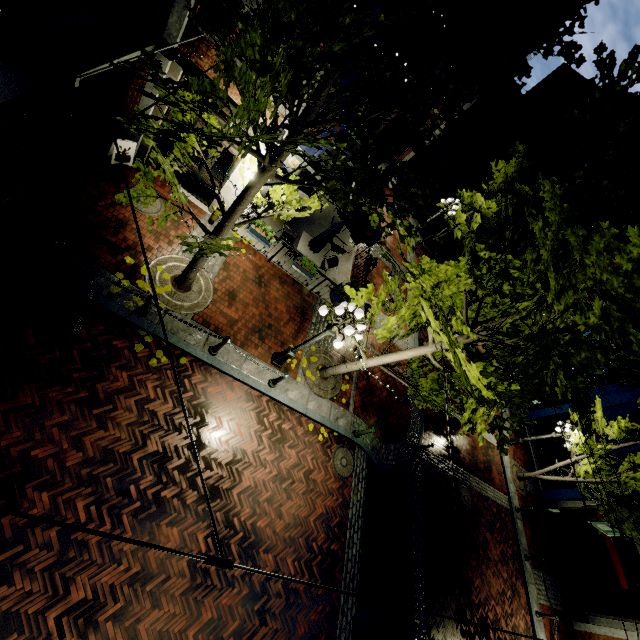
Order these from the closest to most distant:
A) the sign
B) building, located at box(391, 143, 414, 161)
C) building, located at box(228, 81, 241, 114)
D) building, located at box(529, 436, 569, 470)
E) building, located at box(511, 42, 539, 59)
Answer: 1. building, located at box(228, 81, 241, 114)
2. the sign
3. building, located at box(511, 42, 539, 59)
4. building, located at box(529, 436, 569, 470)
5. building, located at box(391, 143, 414, 161)

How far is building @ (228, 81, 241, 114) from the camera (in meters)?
7.93

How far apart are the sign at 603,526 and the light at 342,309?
9.8m

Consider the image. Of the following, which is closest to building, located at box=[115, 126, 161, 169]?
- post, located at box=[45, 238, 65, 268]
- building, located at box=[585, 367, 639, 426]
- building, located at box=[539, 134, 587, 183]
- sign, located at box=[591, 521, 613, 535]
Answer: post, located at box=[45, 238, 65, 268]

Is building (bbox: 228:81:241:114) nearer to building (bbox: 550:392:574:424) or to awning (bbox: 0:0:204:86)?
awning (bbox: 0:0:204:86)

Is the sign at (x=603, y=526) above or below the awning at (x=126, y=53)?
above

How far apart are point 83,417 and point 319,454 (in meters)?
6.28

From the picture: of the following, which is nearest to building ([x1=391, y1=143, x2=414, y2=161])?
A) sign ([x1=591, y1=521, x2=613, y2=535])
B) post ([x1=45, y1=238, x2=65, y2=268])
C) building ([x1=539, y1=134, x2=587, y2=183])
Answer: post ([x1=45, y1=238, x2=65, y2=268])
